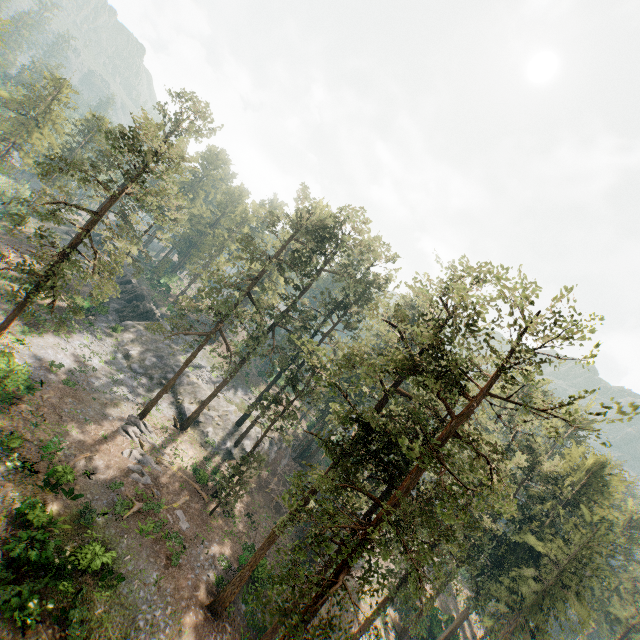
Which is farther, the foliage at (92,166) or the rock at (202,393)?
the rock at (202,393)

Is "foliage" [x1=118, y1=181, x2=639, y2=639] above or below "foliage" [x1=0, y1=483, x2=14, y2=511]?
above

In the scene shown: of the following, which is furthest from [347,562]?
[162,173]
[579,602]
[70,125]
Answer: [70,125]

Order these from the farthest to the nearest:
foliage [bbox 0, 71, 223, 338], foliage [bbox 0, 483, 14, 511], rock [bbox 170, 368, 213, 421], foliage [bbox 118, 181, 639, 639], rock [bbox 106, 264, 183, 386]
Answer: rock [bbox 106, 264, 183, 386] → rock [bbox 170, 368, 213, 421] → foliage [bbox 0, 71, 223, 338] → foliage [bbox 0, 483, 14, 511] → foliage [bbox 118, 181, 639, 639]

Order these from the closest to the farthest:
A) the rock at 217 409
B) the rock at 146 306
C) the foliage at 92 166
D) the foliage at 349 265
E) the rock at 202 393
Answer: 1. the foliage at 349 265
2. the foliage at 92 166
3. the rock at 217 409
4. the rock at 202 393
5. the rock at 146 306

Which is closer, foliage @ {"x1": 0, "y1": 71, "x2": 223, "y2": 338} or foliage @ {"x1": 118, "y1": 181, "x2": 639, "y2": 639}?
foliage @ {"x1": 118, "y1": 181, "x2": 639, "y2": 639}

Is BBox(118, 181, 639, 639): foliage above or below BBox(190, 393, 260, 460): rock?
above
